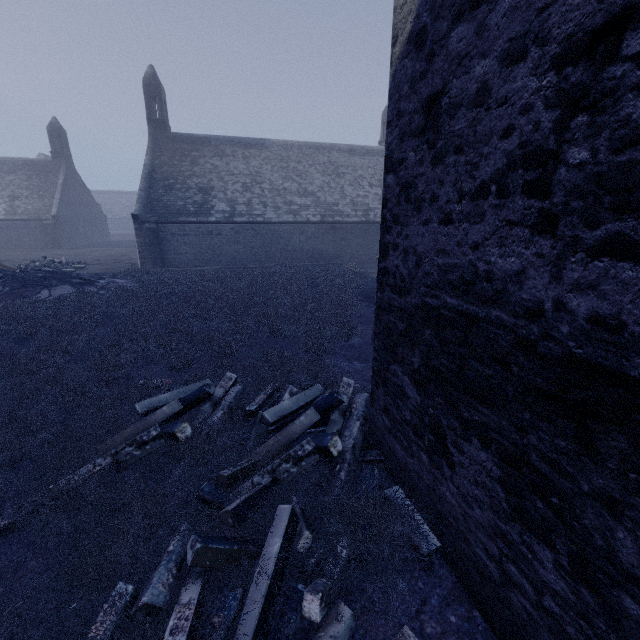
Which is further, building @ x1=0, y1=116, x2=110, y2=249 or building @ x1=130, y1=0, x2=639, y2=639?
building @ x1=0, y1=116, x2=110, y2=249

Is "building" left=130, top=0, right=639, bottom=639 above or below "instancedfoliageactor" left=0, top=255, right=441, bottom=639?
above

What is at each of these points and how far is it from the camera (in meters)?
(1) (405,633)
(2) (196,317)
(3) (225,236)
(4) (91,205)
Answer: (1) instancedfoliageactor, 2.42
(2) instancedfoliageactor, 10.00
(3) building, 21.09
(4) building, 39.91

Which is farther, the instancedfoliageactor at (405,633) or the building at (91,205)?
the building at (91,205)

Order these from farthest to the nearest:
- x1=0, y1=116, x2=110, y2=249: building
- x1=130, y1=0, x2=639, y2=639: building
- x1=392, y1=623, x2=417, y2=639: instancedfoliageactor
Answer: x1=0, y1=116, x2=110, y2=249: building, x1=392, y1=623, x2=417, y2=639: instancedfoliageactor, x1=130, y1=0, x2=639, y2=639: building

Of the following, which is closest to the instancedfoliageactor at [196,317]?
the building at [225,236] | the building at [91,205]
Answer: the building at [225,236]

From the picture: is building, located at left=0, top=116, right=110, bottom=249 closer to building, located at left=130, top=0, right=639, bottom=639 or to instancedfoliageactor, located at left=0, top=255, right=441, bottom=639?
building, located at left=130, top=0, right=639, bottom=639
